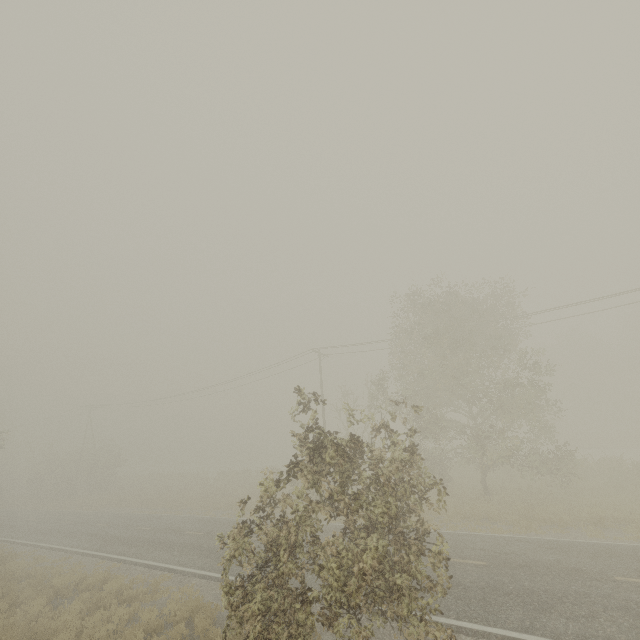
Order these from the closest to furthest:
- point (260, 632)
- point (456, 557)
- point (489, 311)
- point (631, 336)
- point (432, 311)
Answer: point (260, 632), point (456, 557), point (432, 311), point (489, 311), point (631, 336)
